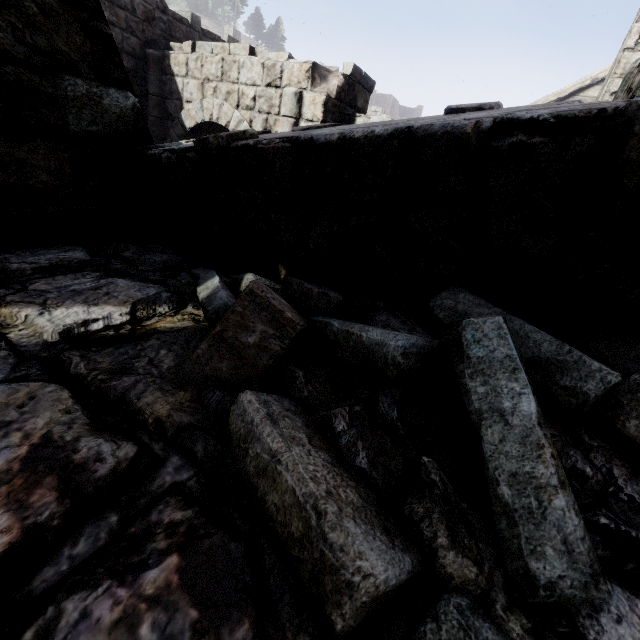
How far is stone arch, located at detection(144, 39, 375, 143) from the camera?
6.6 meters

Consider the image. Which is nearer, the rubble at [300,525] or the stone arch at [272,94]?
the rubble at [300,525]

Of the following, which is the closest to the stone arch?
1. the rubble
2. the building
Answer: the building

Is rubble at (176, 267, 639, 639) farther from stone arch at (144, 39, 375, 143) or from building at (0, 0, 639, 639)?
stone arch at (144, 39, 375, 143)

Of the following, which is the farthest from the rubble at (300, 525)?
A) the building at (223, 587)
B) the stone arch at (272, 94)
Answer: the stone arch at (272, 94)

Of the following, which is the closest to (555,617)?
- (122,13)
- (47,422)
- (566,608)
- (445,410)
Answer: (566,608)

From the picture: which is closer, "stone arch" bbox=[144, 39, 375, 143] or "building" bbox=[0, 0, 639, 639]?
"building" bbox=[0, 0, 639, 639]
